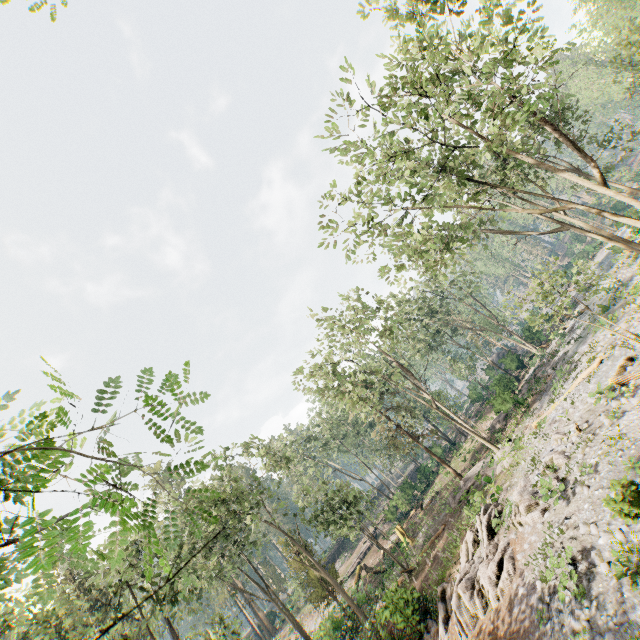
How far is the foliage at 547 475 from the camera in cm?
1404

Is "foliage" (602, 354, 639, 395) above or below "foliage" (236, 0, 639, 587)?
below

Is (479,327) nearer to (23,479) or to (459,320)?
(459,320)

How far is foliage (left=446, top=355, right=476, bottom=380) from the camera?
39.8 meters

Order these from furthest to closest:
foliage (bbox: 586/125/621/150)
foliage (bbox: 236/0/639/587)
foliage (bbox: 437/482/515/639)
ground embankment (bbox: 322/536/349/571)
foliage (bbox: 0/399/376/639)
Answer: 1. ground embankment (bbox: 322/536/349/571)
2. foliage (bbox: 586/125/621/150)
3. foliage (bbox: 236/0/639/587)
4. foliage (bbox: 437/482/515/639)
5. foliage (bbox: 0/399/376/639)
